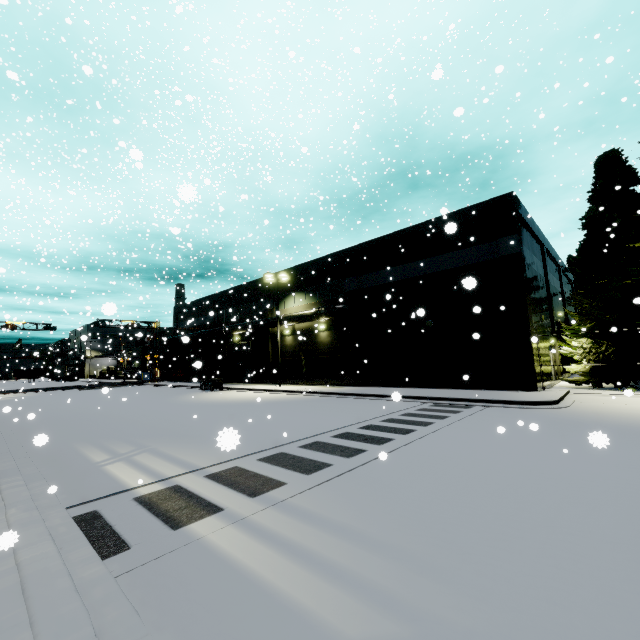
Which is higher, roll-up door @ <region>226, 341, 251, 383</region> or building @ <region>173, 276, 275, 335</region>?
building @ <region>173, 276, 275, 335</region>

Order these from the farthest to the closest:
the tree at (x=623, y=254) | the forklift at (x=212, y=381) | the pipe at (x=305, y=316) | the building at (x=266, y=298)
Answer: the building at (x=266, y=298) < the forklift at (x=212, y=381) < the pipe at (x=305, y=316) < the tree at (x=623, y=254)

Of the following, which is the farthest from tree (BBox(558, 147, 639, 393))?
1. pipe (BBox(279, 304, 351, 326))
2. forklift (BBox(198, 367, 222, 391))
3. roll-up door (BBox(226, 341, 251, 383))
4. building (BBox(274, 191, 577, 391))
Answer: roll-up door (BBox(226, 341, 251, 383))

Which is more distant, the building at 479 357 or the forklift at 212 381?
the forklift at 212 381

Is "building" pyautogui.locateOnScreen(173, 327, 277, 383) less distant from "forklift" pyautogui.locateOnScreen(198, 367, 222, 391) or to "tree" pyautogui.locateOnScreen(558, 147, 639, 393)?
"tree" pyautogui.locateOnScreen(558, 147, 639, 393)

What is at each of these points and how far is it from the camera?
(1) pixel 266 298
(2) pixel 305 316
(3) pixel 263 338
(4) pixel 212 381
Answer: (1) building, 32.6m
(2) pipe, 26.7m
(3) building, 32.9m
(4) forklift, 29.0m

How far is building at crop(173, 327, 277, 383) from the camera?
31.5m
